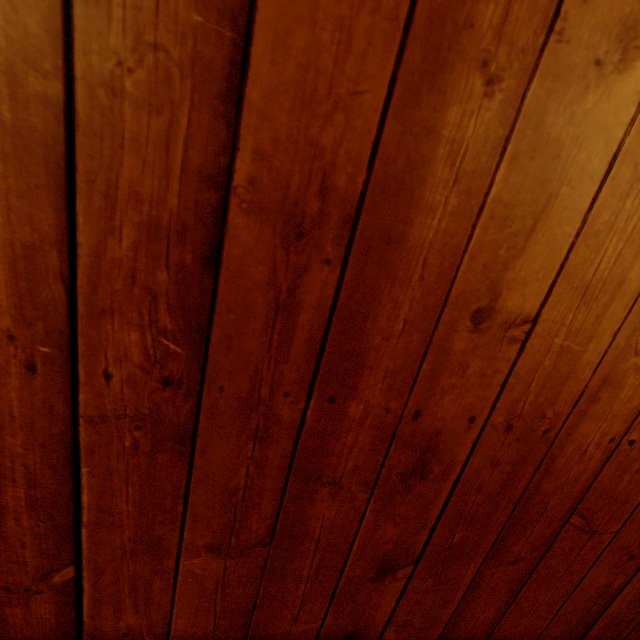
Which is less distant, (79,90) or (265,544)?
(79,90)
